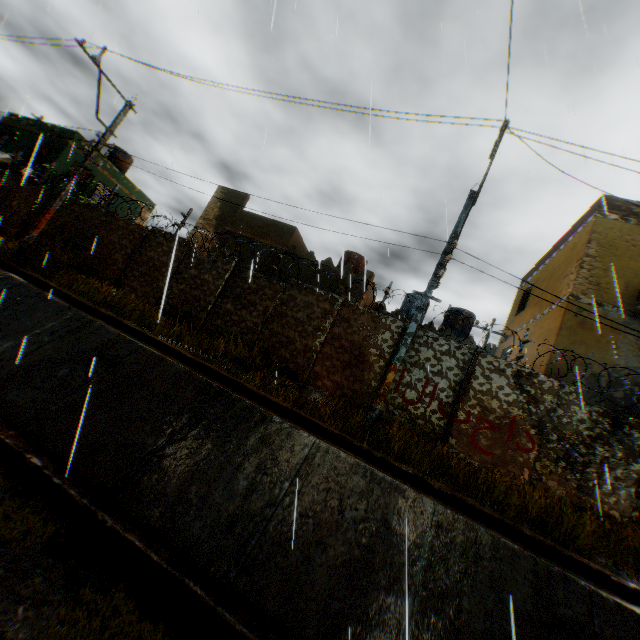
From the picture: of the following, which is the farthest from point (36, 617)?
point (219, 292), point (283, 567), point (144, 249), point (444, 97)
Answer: point (144, 249)

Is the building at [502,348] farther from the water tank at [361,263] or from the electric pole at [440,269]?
the electric pole at [440,269]

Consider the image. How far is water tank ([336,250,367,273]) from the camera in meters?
18.5

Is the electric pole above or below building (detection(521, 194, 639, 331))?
below

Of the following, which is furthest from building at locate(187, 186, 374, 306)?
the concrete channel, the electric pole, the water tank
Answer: the electric pole

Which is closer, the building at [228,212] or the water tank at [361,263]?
the building at [228,212]

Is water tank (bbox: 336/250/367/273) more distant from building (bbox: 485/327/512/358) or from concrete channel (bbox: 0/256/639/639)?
concrete channel (bbox: 0/256/639/639)

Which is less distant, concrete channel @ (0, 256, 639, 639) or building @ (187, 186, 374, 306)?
concrete channel @ (0, 256, 639, 639)
